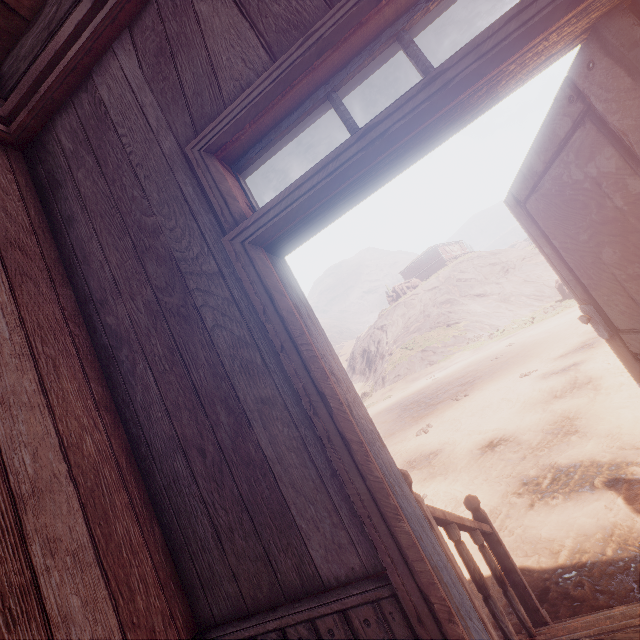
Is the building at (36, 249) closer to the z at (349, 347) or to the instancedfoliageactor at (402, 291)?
the z at (349, 347)

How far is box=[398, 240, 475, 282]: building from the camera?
50.44m

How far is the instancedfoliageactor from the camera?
40.5 meters

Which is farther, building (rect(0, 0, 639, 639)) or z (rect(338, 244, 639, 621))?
z (rect(338, 244, 639, 621))

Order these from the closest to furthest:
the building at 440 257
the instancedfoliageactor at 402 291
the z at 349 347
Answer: the z at 349 347, the instancedfoliageactor at 402 291, the building at 440 257

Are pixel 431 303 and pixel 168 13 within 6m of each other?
no

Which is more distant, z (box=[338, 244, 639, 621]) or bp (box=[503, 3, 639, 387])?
z (box=[338, 244, 639, 621])

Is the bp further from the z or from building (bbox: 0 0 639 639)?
the z
